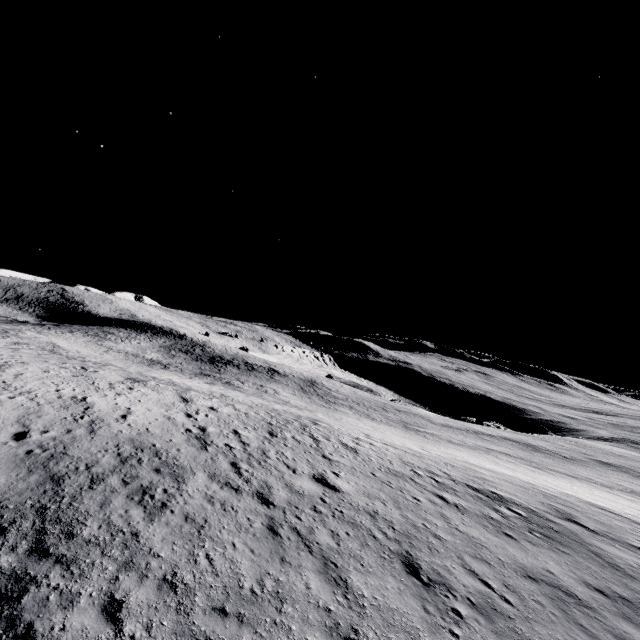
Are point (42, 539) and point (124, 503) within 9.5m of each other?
yes
